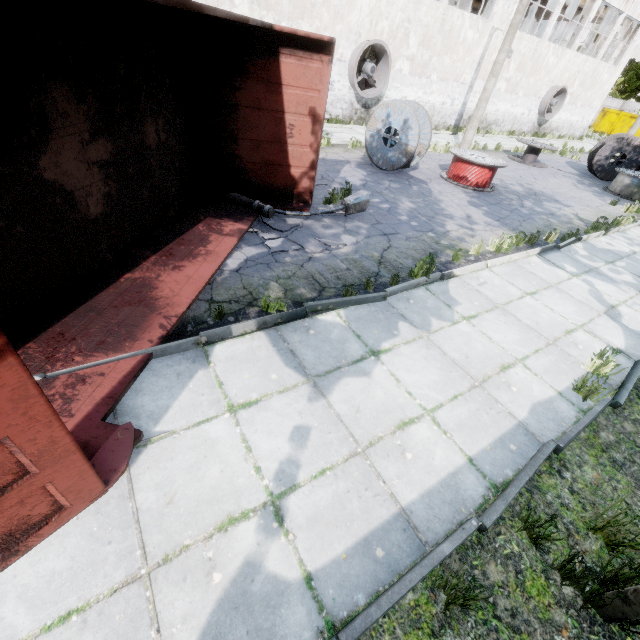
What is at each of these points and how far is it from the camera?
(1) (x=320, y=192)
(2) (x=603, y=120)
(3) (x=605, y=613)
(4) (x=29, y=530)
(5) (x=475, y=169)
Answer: (1) asphalt debris, 8.6m
(2) garbage container, 38.5m
(3) lamp post, 2.5m
(4) truck dump back, 2.2m
(5) wire spool, 11.1m

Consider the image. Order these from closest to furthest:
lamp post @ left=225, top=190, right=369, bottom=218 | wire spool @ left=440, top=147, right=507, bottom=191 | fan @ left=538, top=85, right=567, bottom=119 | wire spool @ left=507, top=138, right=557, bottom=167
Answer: lamp post @ left=225, top=190, right=369, bottom=218 < wire spool @ left=440, top=147, right=507, bottom=191 < wire spool @ left=507, top=138, right=557, bottom=167 < fan @ left=538, top=85, right=567, bottom=119

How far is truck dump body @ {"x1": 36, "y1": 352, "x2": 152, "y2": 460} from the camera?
2.8m

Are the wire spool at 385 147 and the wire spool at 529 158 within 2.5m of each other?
no

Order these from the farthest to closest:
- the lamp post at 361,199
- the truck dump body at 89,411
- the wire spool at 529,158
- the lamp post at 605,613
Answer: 1. the wire spool at 529,158
2. the lamp post at 361,199
3. the truck dump body at 89,411
4. the lamp post at 605,613

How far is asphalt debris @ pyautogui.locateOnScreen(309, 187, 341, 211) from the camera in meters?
7.7

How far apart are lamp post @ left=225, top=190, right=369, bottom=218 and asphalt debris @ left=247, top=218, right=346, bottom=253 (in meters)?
0.01
